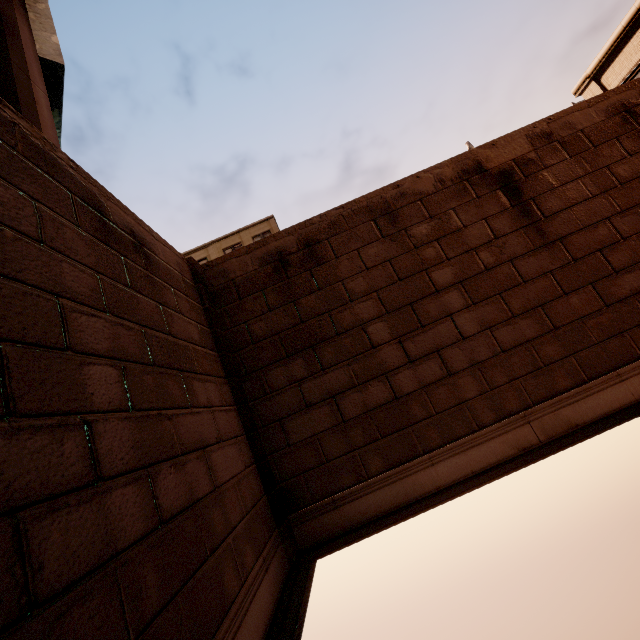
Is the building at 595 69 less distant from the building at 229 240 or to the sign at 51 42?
the sign at 51 42

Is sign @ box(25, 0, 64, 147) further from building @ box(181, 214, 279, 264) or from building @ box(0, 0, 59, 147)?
building @ box(181, 214, 279, 264)

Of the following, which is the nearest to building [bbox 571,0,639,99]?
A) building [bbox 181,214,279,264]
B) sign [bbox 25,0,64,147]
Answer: sign [bbox 25,0,64,147]

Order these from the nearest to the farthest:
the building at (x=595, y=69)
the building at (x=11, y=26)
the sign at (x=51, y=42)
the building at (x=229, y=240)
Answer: the building at (x=11, y=26)
the sign at (x=51, y=42)
the building at (x=595, y=69)
the building at (x=229, y=240)

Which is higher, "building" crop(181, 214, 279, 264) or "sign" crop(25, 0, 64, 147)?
"building" crop(181, 214, 279, 264)

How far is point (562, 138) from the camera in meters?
5.3 m
